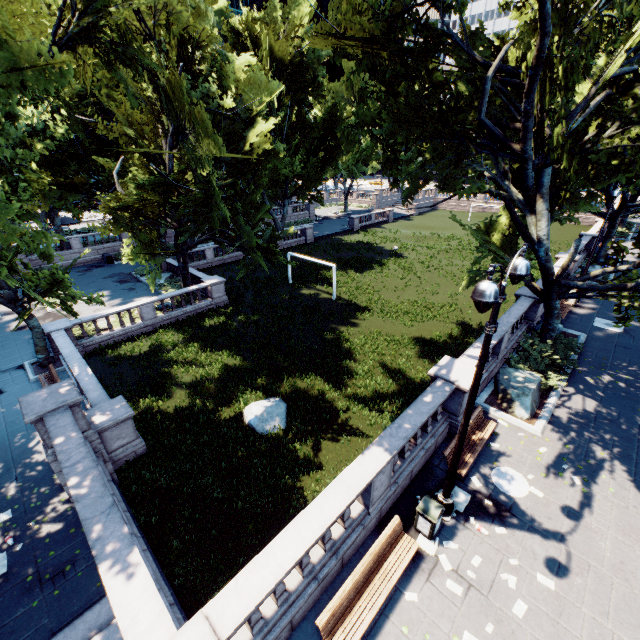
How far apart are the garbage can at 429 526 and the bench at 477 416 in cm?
159

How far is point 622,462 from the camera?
10.6m

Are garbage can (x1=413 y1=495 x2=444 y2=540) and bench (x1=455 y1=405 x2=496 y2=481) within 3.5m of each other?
yes

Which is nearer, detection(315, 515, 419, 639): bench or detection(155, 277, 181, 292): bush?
detection(315, 515, 419, 639): bench

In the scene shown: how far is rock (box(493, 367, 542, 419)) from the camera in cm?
1241

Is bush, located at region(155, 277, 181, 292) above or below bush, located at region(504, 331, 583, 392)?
below

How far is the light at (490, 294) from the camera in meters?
5.3 m

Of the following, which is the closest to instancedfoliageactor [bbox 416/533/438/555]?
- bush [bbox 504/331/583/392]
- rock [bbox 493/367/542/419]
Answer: rock [bbox 493/367/542/419]
